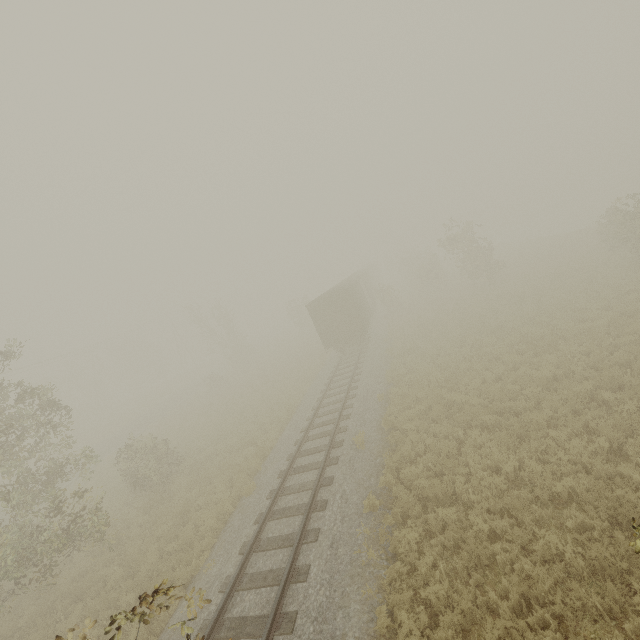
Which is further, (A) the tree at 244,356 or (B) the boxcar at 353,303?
(A) the tree at 244,356

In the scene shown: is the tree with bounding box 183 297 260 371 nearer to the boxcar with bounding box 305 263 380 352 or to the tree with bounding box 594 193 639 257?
the tree with bounding box 594 193 639 257

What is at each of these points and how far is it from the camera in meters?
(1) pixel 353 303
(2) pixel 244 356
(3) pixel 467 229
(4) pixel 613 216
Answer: (1) boxcar, 23.0 m
(2) tree, 39.4 m
(3) tree, 27.7 m
(4) tree, 18.8 m

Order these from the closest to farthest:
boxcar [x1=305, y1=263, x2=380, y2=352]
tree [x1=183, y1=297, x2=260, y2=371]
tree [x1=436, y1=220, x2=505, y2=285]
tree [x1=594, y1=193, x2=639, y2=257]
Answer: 1. tree [x1=594, y1=193, x2=639, y2=257]
2. boxcar [x1=305, y1=263, x2=380, y2=352]
3. tree [x1=436, y1=220, x2=505, y2=285]
4. tree [x1=183, y1=297, x2=260, y2=371]

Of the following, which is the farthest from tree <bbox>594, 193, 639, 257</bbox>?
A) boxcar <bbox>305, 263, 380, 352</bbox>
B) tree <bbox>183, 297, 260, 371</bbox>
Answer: tree <bbox>183, 297, 260, 371</bbox>

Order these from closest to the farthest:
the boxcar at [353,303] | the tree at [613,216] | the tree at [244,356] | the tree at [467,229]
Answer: the tree at [613,216], the boxcar at [353,303], the tree at [467,229], the tree at [244,356]
